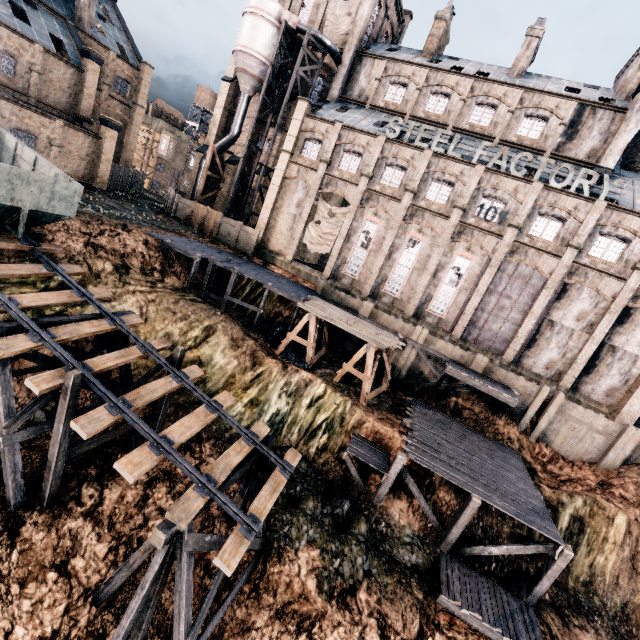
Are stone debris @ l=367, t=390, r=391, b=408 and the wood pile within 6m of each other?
yes

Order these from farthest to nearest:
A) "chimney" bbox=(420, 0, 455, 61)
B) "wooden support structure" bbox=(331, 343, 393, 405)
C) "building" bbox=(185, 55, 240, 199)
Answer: "building" bbox=(185, 55, 240, 199)
"chimney" bbox=(420, 0, 455, 61)
"wooden support structure" bbox=(331, 343, 393, 405)

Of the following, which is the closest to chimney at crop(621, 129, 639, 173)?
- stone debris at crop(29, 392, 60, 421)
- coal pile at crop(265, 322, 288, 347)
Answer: coal pile at crop(265, 322, 288, 347)

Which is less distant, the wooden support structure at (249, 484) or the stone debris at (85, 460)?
the wooden support structure at (249, 484)

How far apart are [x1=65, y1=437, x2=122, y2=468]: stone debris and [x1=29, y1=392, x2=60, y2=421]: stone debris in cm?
131

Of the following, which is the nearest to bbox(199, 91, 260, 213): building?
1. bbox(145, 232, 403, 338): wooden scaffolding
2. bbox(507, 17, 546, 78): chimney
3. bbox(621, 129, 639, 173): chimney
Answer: bbox(621, 129, 639, 173): chimney

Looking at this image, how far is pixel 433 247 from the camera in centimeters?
2902cm

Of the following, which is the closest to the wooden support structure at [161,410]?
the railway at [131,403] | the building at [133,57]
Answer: the railway at [131,403]
